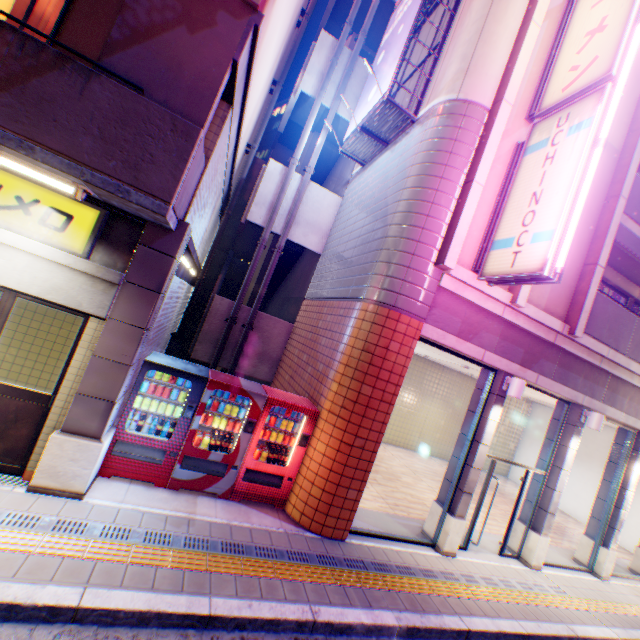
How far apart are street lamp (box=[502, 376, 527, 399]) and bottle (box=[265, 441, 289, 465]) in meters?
4.9 m

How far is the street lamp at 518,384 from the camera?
6.88m

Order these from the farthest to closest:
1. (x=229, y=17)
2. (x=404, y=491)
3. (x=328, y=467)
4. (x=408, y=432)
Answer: (x=408, y=432) → (x=404, y=491) → (x=328, y=467) → (x=229, y=17)

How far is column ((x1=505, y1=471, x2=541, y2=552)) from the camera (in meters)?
8.36

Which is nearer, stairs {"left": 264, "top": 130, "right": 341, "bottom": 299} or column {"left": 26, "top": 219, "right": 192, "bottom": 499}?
column {"left": 26, "top": 219, "right": 192, "bottom": 499}

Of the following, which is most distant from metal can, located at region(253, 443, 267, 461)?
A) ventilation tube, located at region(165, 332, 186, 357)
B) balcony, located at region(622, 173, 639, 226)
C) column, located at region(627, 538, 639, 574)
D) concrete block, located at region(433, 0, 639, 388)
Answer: column, located at region(627, 538, 639, 574)

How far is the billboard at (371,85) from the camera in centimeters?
793cm

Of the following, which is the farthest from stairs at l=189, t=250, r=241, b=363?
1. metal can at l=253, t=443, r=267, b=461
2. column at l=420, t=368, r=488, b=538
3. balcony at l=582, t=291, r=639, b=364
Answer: balcony at l=582, t=291, r=639, b=364
